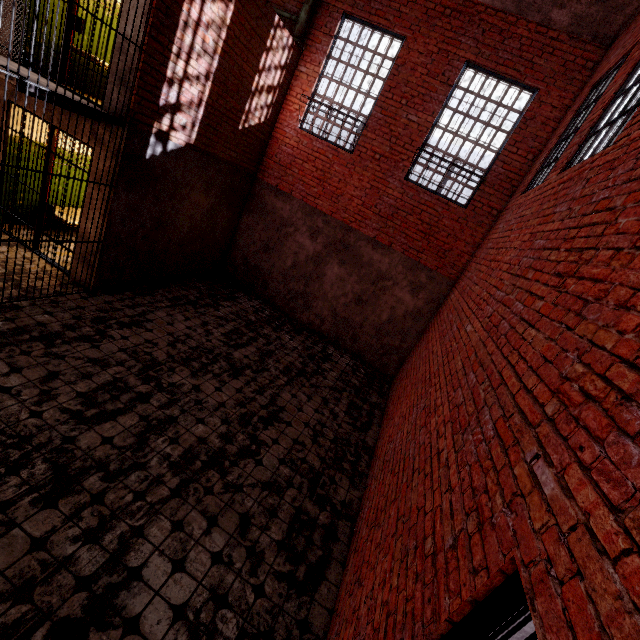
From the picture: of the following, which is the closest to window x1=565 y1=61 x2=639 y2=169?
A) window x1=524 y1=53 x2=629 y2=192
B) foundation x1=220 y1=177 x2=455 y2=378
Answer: window x1=524 y1=53 x2=629 y2=192

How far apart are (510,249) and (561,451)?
3.79m

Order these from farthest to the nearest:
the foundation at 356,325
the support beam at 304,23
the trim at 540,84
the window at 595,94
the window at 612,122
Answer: the foundation at 356,325 → the support beam at 304,23 → the trim at 540,84 → the window at 595,94 → the window at 612,122

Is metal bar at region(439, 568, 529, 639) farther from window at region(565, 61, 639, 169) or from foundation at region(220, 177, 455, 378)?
foundation at region(220, 177, 455, 378)

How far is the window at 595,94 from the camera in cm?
491

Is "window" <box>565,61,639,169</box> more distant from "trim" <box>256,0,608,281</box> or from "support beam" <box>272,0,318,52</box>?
"support beam" <box>272,0,318,52</box>

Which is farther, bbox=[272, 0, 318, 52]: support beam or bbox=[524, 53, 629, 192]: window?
bbox=[272, 0, 318, 52]: support beam

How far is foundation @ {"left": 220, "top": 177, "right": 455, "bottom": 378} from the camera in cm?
807
